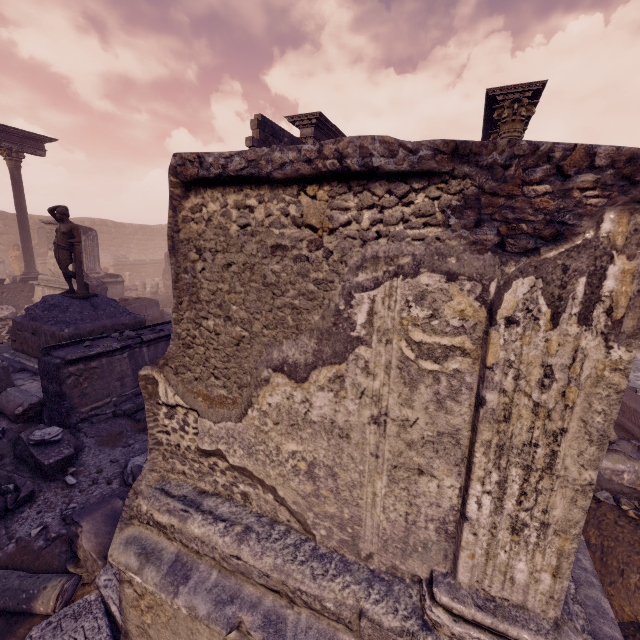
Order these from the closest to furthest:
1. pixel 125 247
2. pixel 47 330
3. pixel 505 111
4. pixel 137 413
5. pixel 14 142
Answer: pixel 137 413 → pixel 47 330 → pixel 505 111 → pixel 14 142 → pixel 125 247

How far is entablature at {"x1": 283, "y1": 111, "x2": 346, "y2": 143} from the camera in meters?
11.3 m

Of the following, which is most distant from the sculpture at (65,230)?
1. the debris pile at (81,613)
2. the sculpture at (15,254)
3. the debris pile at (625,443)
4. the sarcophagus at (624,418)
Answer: the sculpture at (15,254)

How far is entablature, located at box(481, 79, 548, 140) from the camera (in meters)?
8.58

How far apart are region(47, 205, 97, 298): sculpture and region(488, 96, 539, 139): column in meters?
10.0 m

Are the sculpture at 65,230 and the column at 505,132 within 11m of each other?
yes

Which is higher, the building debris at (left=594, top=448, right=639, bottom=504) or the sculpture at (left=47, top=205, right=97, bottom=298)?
the sculpture at (left=47, top=205, right=97, bottom=298)

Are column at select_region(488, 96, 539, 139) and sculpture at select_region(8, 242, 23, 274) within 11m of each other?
no
